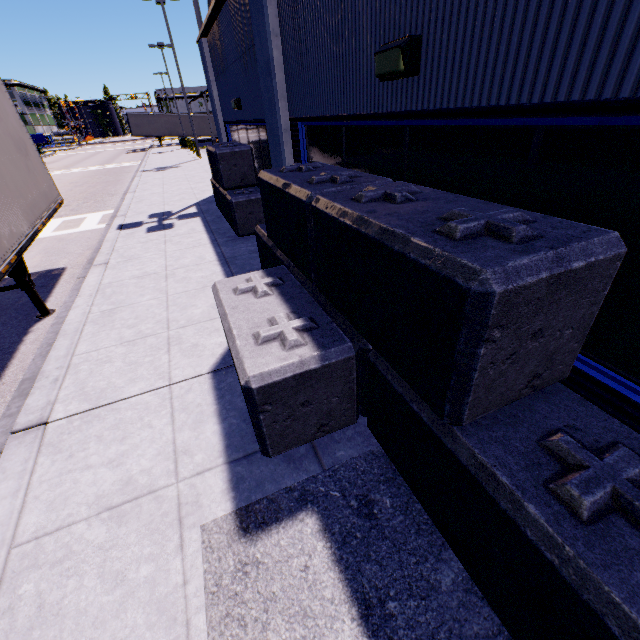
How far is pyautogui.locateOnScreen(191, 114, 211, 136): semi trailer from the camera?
45.3m

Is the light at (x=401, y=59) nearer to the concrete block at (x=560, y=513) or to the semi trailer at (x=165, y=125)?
the concrete block at (x=560, y=513)

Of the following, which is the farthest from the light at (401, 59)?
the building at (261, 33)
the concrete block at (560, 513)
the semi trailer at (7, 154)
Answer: the semi trailer at (7, 154)

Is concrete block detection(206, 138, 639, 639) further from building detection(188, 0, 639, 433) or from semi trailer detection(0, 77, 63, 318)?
semi trailer detection(0, 77, 63, 318)

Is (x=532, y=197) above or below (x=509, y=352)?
above

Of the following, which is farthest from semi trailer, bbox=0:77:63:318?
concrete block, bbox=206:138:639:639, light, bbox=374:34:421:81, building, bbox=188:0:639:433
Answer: light, bbox=374:34:421:81

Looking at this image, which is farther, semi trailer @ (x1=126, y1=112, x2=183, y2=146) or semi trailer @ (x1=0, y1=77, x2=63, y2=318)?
semi trailer @ (x1=126, y1=112, x2=183, y2=146)
